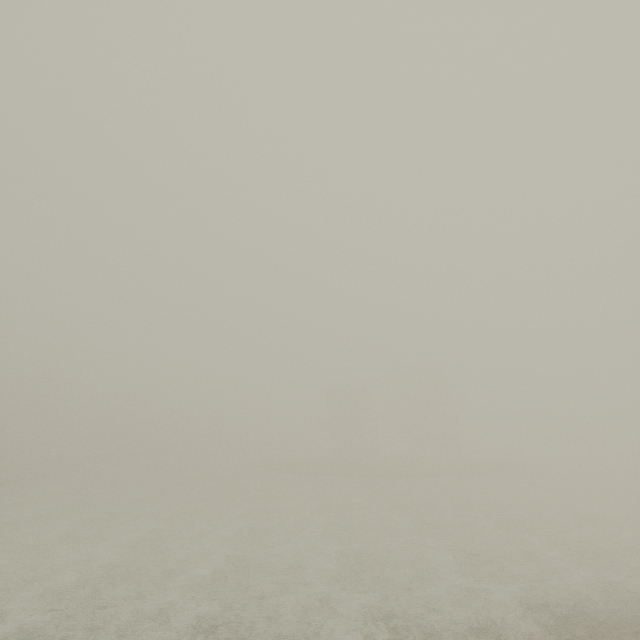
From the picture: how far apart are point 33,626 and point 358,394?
48.1m
